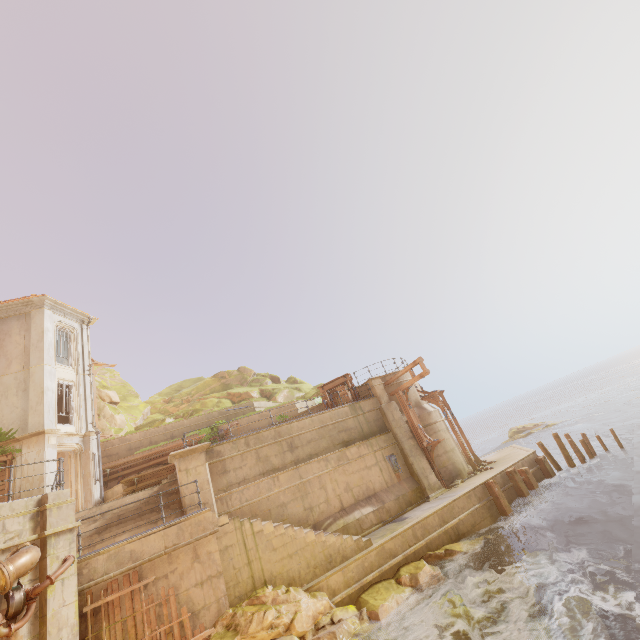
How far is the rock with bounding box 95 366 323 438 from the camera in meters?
25.8

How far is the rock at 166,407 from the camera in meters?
25.8

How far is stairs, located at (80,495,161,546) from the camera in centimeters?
1172cm

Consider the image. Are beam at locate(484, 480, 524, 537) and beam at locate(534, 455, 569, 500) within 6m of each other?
yes

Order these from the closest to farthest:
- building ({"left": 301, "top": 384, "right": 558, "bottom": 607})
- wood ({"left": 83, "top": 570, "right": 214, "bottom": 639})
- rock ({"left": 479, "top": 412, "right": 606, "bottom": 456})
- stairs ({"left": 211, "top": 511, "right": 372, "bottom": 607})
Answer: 1. wood ({"left": 83, "top": 570, "right": 214, "bottom": 639})
2. stairs ({"left": 211, "top": 511, "right": 372, "bottom": 607})
3. building ({"left": 301, "top": 384, "right": 558, "bottom": 607})
4. rock ({"left": 479, "top": 412, "right": 606, "bottom": 456})

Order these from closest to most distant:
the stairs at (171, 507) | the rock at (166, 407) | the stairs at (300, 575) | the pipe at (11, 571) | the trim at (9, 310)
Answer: the pipe at (11, 571)
the stairs at (300, 575)
the stairs at (171, 507)
the trim at (9, 310)
the rock at (166, 407)

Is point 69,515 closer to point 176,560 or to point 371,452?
point 176,560

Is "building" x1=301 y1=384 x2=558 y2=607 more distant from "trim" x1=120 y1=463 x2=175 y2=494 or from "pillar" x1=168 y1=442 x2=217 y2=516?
"trim" x1=120 y1=463 x2=175 y2=494
